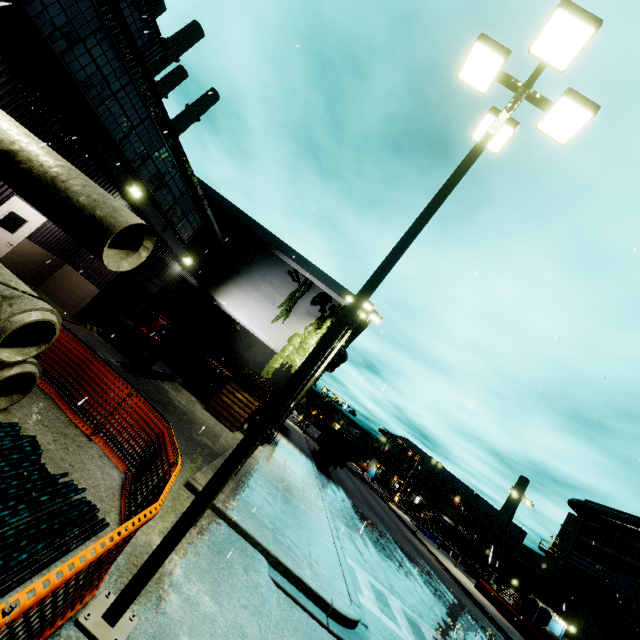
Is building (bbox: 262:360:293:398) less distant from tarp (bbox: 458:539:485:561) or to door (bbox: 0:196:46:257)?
door (bbox: 0:196:46:257)

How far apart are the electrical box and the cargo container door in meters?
14.0 m

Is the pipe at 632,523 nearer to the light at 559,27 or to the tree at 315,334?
the tree at 315,334

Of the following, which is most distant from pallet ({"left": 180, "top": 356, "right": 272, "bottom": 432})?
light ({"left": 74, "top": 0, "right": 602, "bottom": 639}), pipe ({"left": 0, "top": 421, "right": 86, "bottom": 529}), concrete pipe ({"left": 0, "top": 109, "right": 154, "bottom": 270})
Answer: light ({"left": 74, "top": 0, "right": 602, "bottom": 639})

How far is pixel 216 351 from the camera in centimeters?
2442cm

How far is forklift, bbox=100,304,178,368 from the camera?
14.1 meters

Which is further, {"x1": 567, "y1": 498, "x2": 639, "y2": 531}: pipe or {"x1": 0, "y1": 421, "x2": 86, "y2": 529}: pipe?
{"x1": 567, "y1": 498, "x2": 639, "y2": 531}: pipe

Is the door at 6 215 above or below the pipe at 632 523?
below
